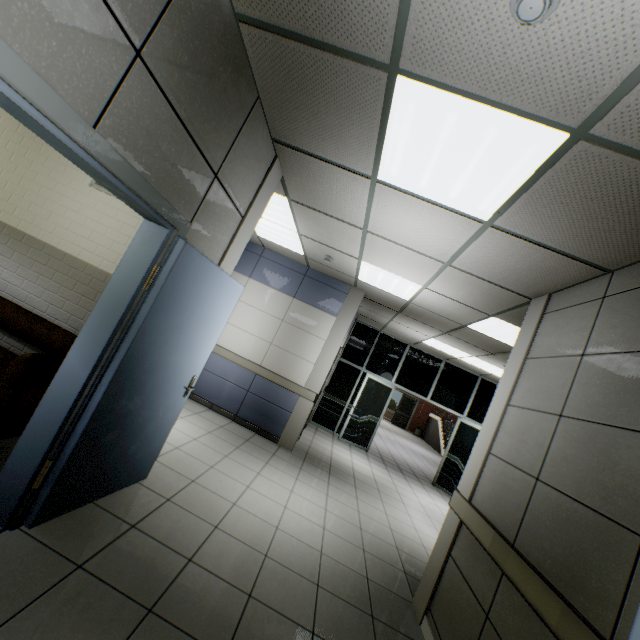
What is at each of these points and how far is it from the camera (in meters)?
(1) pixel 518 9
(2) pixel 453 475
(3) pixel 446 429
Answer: (1) fire alarm, 1.20
(2) doorway, 8.47
(3) stairs, 18.38

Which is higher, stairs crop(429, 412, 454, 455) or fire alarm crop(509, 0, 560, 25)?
fire alarm crop(509, 0, 560, 25)

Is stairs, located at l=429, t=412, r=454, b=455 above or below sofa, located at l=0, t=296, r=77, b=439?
above

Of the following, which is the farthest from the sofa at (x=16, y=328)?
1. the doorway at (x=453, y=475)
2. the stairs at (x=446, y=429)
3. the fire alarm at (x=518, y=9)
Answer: the stairs at (x=446, y=429)

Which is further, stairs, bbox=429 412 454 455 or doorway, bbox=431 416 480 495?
stairs, bbox=429 412 454 455

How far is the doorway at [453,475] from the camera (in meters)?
8.43

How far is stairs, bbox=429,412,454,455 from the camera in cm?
1700

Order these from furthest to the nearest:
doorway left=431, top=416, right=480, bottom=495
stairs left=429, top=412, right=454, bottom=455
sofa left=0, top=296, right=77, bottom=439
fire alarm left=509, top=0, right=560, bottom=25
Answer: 1. stairs left=429, top=412, right=454, bottom=455
2. doorway left=431, top=416, right=480, bottom=495
3. sofa left=0, top=296, right=77, bottom=439
4. fire alarm left=509, top=0, right=560, bottom=25
